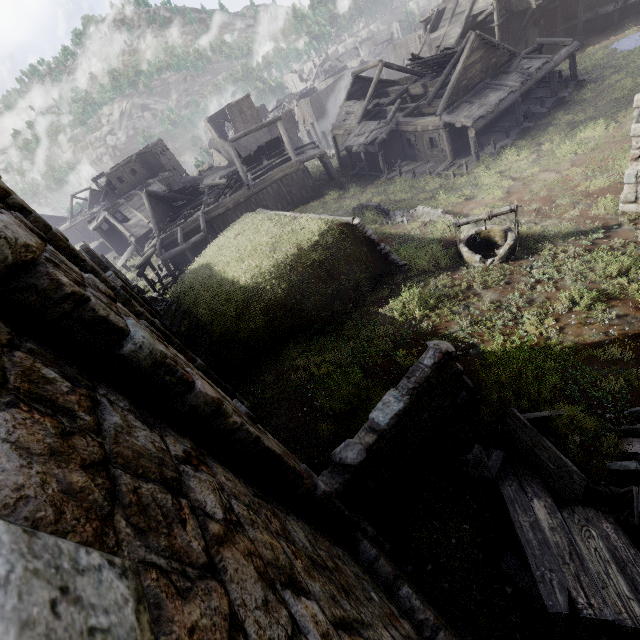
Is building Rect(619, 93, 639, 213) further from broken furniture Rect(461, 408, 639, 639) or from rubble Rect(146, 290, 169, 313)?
broken furniture Rect(461, 408, 639, 639)

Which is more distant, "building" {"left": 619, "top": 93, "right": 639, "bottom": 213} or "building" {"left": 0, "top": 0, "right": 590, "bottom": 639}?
"building" {"left": 619, "top": 93, "right": 639, "bottom": 213}

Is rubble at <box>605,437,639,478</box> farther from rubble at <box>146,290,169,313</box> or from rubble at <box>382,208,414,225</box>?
rubble at <box>146,290,169,313</box>

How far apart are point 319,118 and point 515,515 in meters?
67.6 m

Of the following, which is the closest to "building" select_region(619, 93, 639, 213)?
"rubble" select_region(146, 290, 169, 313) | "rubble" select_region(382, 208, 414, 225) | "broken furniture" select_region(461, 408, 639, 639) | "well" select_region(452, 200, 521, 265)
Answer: "rubble" select_region(146, 290, 169, 313)

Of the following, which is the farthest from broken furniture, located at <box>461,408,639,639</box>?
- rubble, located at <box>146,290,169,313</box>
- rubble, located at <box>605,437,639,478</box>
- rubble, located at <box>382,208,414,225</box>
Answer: rubble, located at <box>146,290,169,313</box>

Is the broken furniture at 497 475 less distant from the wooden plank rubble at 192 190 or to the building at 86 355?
the building at 86 355

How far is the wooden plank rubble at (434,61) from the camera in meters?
23.9
